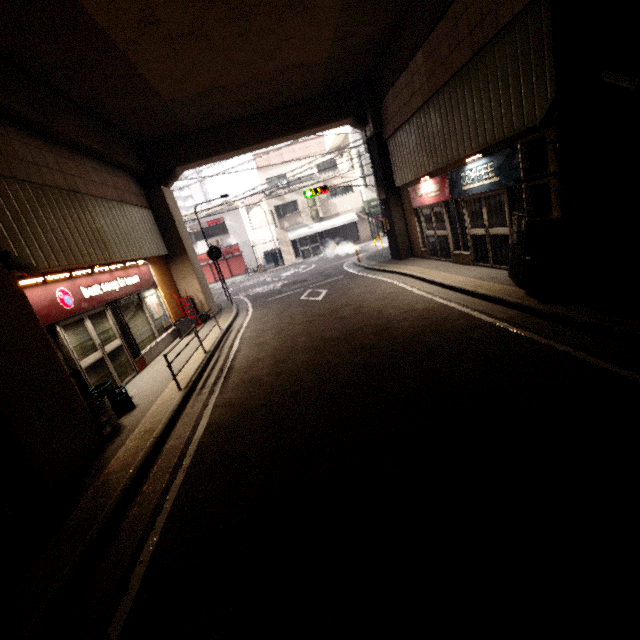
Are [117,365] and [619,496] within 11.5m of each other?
yes

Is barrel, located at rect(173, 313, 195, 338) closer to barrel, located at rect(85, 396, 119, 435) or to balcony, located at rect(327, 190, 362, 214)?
barrel, located at rect(85, 396, 119, 435)

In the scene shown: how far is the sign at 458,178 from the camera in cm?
693

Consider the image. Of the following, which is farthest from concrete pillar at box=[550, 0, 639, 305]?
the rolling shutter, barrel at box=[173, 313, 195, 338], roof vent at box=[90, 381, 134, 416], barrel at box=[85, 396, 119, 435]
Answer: the rolling shutter

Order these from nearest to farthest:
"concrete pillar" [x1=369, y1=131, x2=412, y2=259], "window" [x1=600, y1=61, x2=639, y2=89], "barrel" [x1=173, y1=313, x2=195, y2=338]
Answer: "window" [x1=600, y1=61, x2=639, y2=89] < "barrel" [x1=173, y1=313, x2=195, y2=338] < "concrete pillar" [x1=369, y1=131, x2=412, y2=259]

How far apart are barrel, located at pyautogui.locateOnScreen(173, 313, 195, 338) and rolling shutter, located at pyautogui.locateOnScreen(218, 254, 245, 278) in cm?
1716

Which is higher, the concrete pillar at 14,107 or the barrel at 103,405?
the concrete pillar at 14,107

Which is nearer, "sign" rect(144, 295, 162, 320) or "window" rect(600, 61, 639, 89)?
"window" rect(600, 61, 639, 89)
